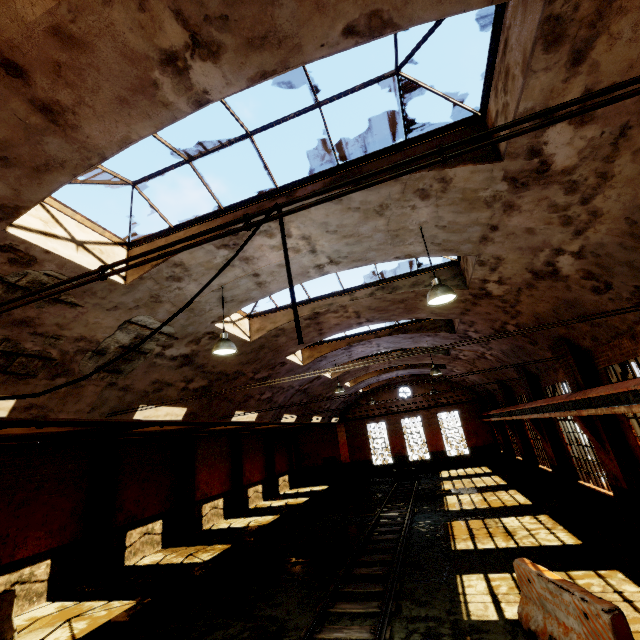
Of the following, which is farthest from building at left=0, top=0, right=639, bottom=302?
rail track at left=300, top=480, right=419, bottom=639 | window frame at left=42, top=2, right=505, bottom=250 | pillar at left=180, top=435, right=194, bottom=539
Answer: pillar at left=180, top=435, right=194, bottom=539

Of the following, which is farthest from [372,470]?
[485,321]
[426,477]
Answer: [485,321]

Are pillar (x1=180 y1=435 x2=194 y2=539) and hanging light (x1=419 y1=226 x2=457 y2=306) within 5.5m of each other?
no

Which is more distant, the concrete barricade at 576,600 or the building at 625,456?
the building at 625,456

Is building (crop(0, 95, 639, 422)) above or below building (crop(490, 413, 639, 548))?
above

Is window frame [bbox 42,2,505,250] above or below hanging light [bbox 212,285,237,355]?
above

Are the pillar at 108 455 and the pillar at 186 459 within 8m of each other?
yes

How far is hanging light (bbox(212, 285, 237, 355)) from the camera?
7.0m
